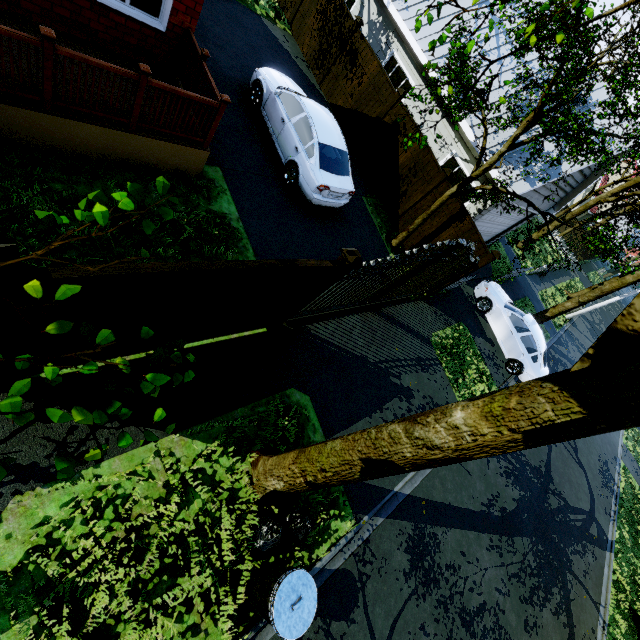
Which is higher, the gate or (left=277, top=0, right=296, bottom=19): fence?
the gate

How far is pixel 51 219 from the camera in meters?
0.9

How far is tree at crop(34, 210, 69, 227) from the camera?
0.90m

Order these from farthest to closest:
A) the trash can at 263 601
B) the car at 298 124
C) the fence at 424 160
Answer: the fence at 424 160 < the car at 298 124 < the trash can at 263 601

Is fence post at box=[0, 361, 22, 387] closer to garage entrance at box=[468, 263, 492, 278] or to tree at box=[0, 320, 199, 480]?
tree at box=[0, 320, 199, 480]

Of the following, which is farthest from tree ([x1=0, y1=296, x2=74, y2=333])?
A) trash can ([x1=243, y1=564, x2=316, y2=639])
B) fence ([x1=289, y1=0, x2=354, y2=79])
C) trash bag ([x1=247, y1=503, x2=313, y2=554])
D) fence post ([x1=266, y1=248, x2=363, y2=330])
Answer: fence ([x1=289, y1=0, x2=354, y2=79])

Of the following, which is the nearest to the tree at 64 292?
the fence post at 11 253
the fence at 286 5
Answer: the fence post at 11 253

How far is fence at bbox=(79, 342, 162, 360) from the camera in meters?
4.1 m
